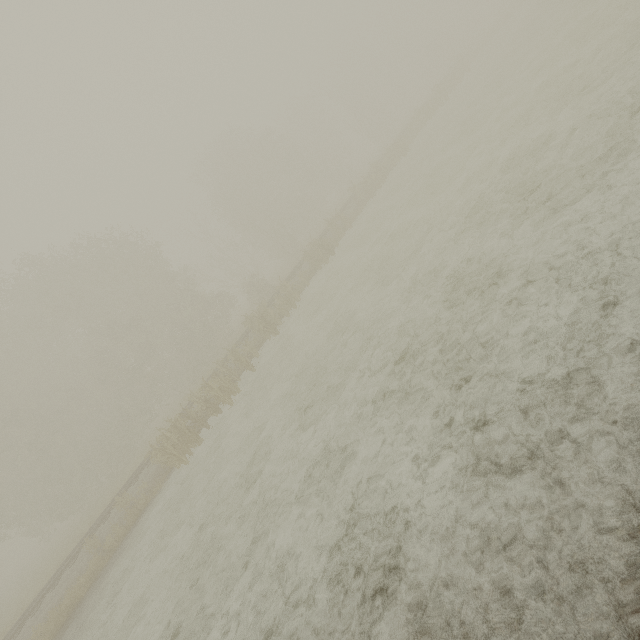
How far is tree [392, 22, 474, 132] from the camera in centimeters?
3122cm

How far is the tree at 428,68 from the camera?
31.2 meters

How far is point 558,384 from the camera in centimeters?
384cm
